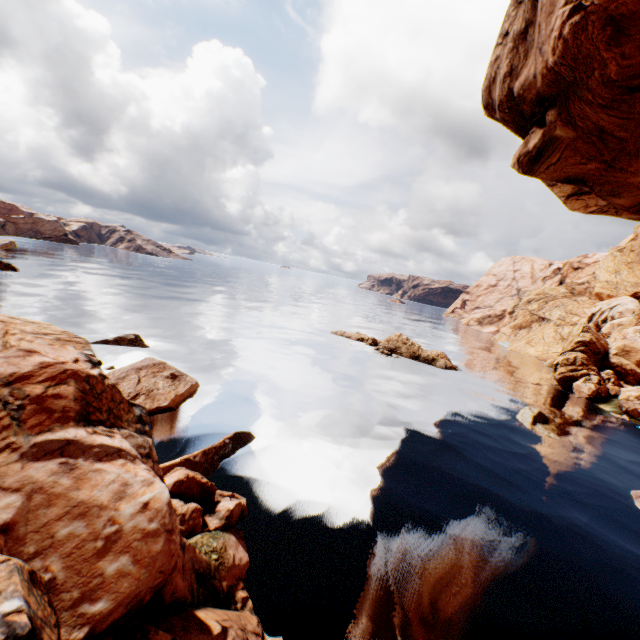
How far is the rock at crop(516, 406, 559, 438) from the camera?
24.34m

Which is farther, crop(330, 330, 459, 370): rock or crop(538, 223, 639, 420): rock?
crop(330, 330, 459, 370): rock

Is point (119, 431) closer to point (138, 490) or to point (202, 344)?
point (138, 490)

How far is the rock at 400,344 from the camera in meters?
38.7

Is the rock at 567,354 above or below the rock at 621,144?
below

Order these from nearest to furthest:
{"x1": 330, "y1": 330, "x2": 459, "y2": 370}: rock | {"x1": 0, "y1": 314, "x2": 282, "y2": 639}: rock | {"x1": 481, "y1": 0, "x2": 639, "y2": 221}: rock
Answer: {"x1": 0, "y1": 314, "x2": 282, "y2": 639}: rock < {"x1": 481, "y1": 0, "x2": 639, "y2": 221}: rock < {"x1": 330, "y1": 330, "x2": 459, "y2": 370}: rock
